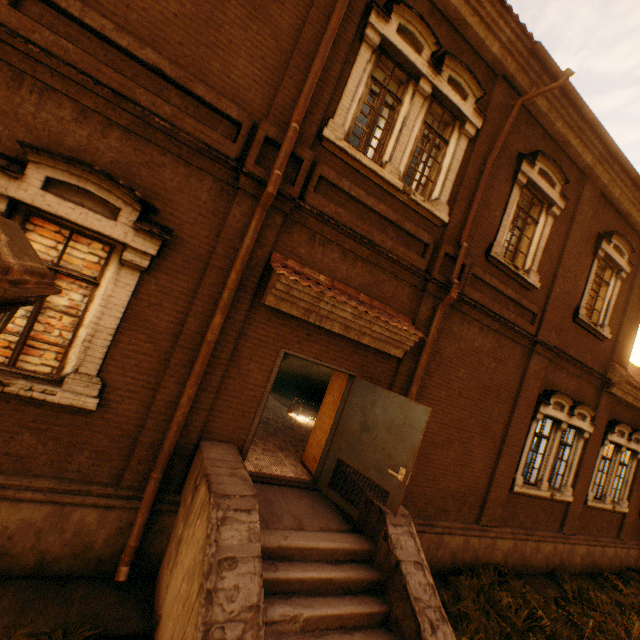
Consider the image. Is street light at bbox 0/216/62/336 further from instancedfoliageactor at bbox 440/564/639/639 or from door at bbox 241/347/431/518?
instancedfoliageactor at bbox 440/564/639/639

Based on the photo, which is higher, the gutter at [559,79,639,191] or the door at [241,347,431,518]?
the gutter at [559,79,639,191]

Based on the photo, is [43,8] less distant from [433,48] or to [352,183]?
[352,183]

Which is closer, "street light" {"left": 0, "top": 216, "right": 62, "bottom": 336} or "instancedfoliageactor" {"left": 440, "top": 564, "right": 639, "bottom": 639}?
"street light" {"left": 0, "top": 216, "right": 62, "bottom": 336}

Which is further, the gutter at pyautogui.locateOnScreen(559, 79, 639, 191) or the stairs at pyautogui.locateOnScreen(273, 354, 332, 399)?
the stairs at pyautogui.locateOnScreen(273, 354, 332, 399)

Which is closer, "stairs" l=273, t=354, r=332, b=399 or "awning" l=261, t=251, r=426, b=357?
"awning" l=261, t=251, r=426, b=357

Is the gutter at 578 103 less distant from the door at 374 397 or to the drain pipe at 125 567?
the drain pipe at 125 567

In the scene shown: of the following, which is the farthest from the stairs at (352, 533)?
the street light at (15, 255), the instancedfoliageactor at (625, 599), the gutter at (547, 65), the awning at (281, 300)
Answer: the gutter at (547, 65)
